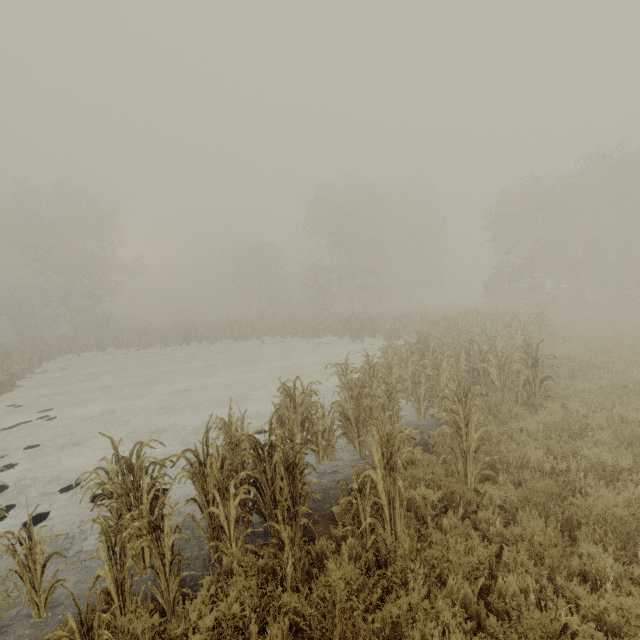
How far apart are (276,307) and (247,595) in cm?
3876

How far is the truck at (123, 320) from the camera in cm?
5278

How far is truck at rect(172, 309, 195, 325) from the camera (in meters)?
52.89

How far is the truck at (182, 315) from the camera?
52.9 meters

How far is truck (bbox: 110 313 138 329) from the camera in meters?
52.8 m
